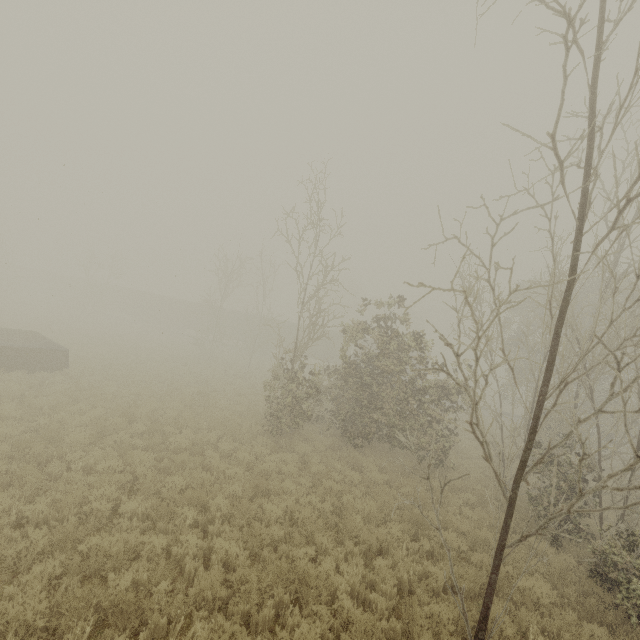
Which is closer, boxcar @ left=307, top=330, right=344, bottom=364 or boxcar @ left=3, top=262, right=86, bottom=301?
boxcar @ left=307, top=330, right=344, bottom=364

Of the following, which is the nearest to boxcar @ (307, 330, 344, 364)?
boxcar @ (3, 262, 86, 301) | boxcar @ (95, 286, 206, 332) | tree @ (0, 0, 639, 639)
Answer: boxcar @ (95, 286, 206, 332)

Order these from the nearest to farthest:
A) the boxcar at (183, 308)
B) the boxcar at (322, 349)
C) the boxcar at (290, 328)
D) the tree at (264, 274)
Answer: the tree at (264, 274) < the boxcar at (322, 349) < the boxcar at (290, 328) < the boxcar at (183, 308)

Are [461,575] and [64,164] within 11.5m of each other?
no

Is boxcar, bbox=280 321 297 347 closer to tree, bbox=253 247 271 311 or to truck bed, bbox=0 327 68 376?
tree, bbox=253 247 271 311

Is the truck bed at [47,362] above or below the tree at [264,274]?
below

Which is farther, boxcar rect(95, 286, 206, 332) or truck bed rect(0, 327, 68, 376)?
boxcar rect(95, 286, 206, 332)

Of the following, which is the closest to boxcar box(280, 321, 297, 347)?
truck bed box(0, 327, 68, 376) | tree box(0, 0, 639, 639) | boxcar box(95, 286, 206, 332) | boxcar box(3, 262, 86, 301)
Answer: boxcar box(95, 286, 206, 332)
